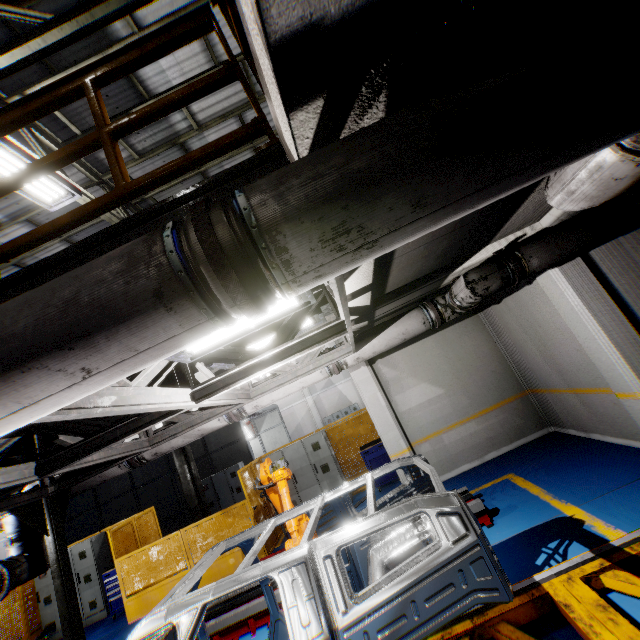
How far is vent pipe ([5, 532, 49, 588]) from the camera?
5.45m

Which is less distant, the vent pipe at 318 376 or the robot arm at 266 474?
the robot arm at 266 474

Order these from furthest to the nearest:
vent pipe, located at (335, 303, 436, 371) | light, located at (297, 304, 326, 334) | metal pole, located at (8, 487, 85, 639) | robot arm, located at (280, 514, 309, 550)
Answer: vent pipe, located at (335, 303, 436, 371)
metal pole, located at (8, 487, 85, 639)
robot arm, located at (280, 514, 309, 550)
light, located at (297, 304, 326, 334)

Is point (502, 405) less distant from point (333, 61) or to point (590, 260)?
point (590, 260)

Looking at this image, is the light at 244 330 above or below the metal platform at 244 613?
above

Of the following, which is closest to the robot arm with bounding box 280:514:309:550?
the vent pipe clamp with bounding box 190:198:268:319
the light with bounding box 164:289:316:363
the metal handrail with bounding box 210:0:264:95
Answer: the metal handrail with bounding box 210:0:264:95

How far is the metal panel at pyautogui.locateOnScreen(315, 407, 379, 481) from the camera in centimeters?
1023cm
